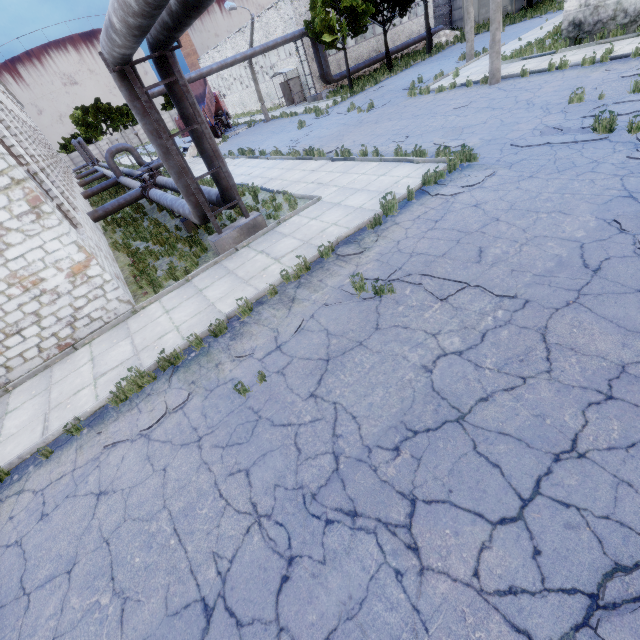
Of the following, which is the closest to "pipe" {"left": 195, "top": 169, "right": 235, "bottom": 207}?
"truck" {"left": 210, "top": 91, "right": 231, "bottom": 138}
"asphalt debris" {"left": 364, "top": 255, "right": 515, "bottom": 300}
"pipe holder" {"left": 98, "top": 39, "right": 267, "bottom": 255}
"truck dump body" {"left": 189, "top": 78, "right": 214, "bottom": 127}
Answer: "pipe holder" {"left": 98, "top": 39, "right": 267, "bottom": 255}

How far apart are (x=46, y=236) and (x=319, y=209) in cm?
715

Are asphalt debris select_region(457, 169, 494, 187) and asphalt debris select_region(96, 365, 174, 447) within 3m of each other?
no

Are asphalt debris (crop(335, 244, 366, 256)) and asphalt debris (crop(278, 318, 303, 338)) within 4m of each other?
yes

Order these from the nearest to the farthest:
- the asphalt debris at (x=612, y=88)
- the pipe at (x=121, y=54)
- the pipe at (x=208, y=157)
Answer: the pipe at (x=121, y=54), the pipe at (x=208, y=157), the asphalt debris at (x=612, y=88)

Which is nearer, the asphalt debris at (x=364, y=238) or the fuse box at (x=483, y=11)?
the asphalt debris at (x=364, y=238)

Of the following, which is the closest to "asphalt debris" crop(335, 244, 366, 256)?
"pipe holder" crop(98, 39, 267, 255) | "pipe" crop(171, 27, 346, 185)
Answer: "pipe holder" crop(98, 39, 267, 255)

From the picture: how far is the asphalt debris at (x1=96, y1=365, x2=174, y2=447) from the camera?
5.4 meters
